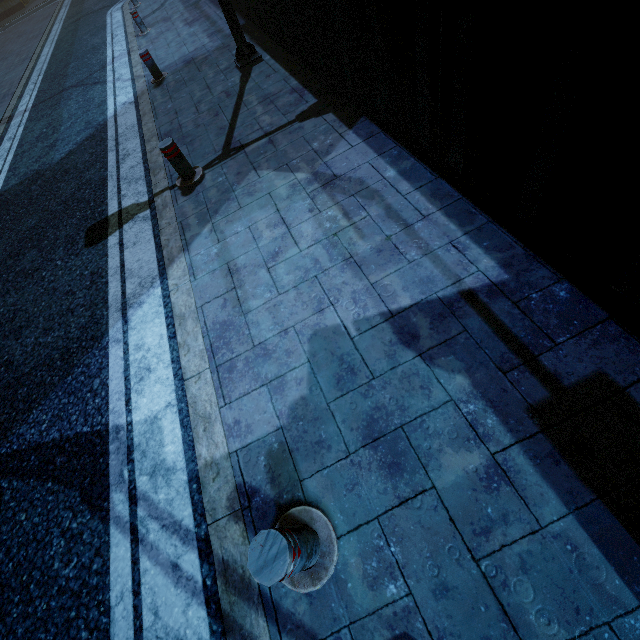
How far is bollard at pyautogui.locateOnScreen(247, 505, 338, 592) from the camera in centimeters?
160cm

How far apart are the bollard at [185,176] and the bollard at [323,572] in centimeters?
456cm

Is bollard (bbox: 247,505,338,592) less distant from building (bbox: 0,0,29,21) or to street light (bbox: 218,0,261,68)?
building (bbox: 0,0,29,21)

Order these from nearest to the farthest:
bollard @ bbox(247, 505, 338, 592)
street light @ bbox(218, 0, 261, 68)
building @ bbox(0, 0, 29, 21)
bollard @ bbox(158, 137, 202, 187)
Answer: bollard @ bbox(247, 505, 338, 592) < bollard @ bbox(158, 137, 202, 187) < street light @ bbox(218, 0, 261, 68) < building @ bbox(0, 0, 29, 21)

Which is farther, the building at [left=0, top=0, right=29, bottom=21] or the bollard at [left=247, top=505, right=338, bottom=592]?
the building at [left=0, top=0, right=29, bottom=21]

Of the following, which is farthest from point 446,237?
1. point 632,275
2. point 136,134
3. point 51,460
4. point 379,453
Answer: point 136,134

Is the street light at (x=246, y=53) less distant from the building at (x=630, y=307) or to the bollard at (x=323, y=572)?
the building at (x=630, y=307)

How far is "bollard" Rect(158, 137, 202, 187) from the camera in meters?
4.4
